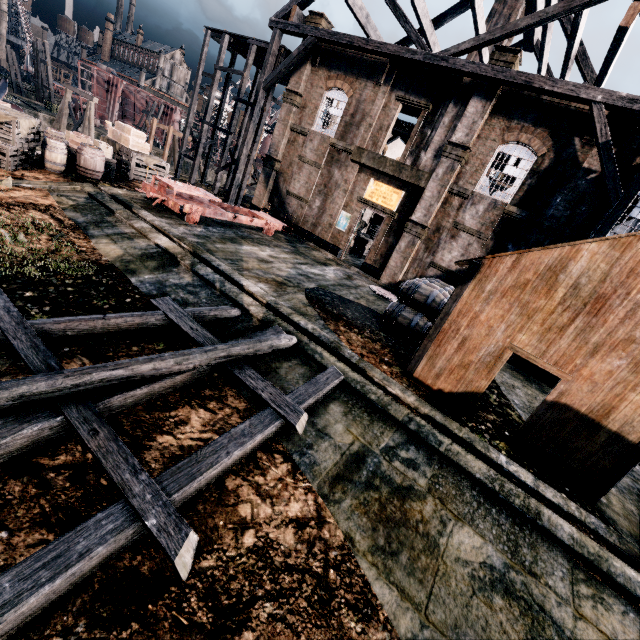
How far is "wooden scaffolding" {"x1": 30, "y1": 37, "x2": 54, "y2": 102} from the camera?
39.8 meters

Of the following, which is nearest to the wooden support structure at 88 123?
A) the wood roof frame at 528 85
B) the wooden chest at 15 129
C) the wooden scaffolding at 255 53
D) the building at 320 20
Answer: the wooden scaffolding at 255 53

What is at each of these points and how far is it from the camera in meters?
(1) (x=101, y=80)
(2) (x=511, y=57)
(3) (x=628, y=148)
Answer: (1) ship construction, 53.0
(2) building, 15.8
(3) building, 14.6

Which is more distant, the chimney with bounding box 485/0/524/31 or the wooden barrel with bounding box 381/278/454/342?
the chimney with bounding box 485/0/524/31

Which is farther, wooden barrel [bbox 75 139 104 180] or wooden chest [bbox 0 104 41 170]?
wooden barrel [bbox 75 139 104 180]

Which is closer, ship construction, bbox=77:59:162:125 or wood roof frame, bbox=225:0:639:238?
wood roof frame, bbox=225:0:639:238

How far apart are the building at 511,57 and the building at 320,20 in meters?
11.1 m

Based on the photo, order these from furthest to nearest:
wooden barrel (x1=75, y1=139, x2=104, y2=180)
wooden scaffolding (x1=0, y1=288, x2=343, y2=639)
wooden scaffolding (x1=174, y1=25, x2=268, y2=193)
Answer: wooden scaffolding (x1=174, y1=25, x2=268, y2=193), wooden barrel (x1=75, y1=139, x2=104, y2=180), wooden scaffolding (x1=0, y1=288, x2=343, y2=639)
